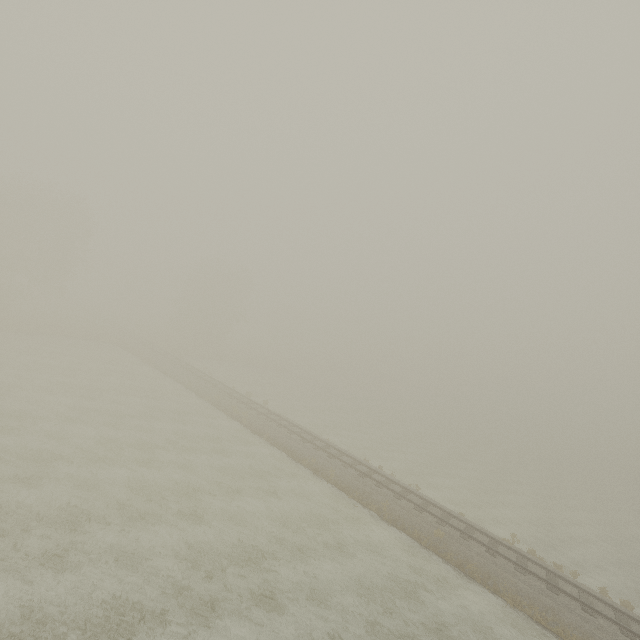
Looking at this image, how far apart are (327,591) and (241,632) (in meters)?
4.14
